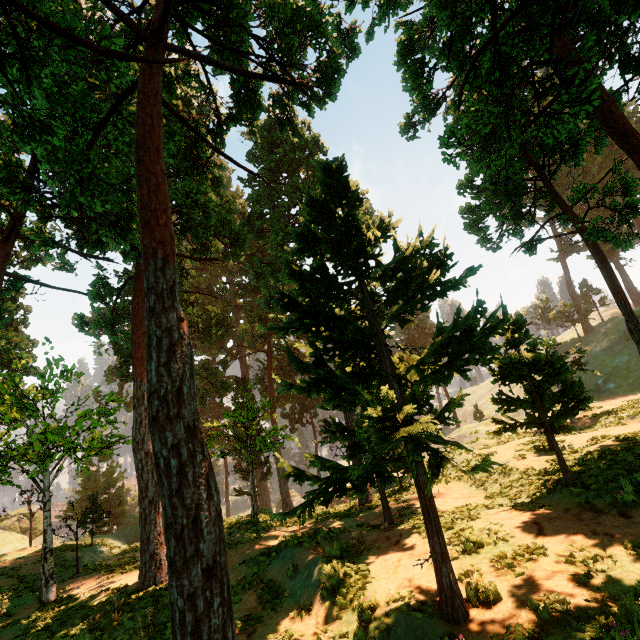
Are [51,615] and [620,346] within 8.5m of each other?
no

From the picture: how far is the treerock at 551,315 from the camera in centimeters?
2711cm

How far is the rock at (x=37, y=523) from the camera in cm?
5399

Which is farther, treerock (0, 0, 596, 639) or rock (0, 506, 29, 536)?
rock (0, 506, 29, 536)

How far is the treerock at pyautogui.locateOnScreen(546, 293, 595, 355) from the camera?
27.1 meters

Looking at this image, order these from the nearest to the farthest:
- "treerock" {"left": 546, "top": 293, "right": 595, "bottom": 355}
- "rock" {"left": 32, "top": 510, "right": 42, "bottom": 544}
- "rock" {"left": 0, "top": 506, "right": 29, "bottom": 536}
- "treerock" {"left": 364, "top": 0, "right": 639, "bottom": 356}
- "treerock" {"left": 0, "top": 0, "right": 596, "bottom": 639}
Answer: "treerock" {"left": 0, "top": 0, "right": 596, "bottom": 639}
"treerock" {"left": 364, "top": 0, "right": 639, "bottom": 356}
"treerock" {"left": 546, "top": 293, "right": 595, "bottom": 355}
"rock" {"left": 0, "top": 506, "right": 29, "bottom": 536}
"rock" {"left": 32, "top": 510, "right": 42, "bottom": 544}

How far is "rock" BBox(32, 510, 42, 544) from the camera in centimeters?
5399cm
